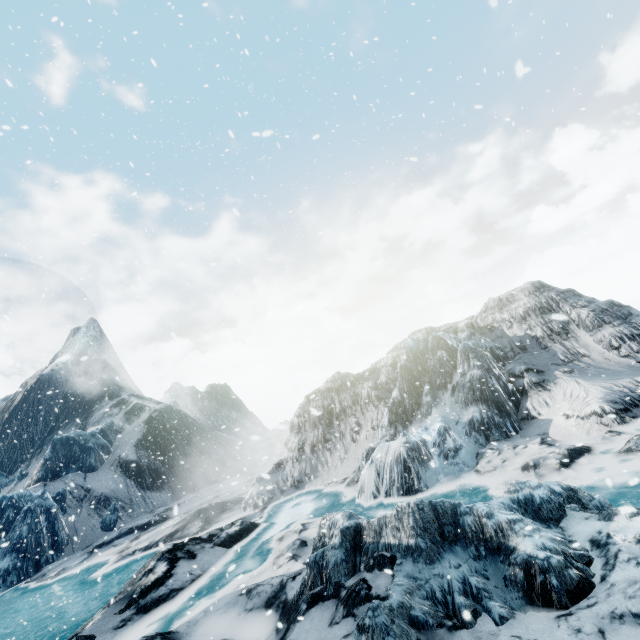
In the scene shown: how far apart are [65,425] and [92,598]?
40.44m
